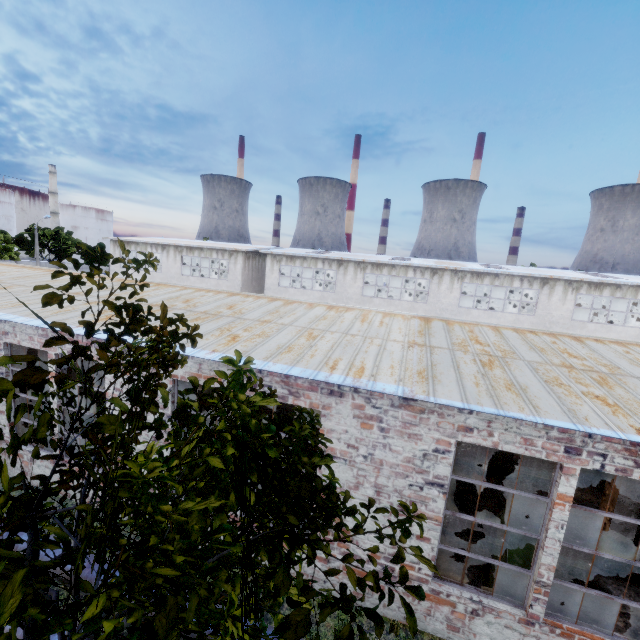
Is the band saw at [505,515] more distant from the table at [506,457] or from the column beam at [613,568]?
the table at [506,457]

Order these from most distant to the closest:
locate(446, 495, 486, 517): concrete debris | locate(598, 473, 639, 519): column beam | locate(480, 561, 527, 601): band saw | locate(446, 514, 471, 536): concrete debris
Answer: locate(446, 495, 486, 517): concrete debris, locate(446, 514, 471, 536): concrete debris, locate(598, 473, 639, 519): column beam, locate(480, 561, 527, 601): band saw

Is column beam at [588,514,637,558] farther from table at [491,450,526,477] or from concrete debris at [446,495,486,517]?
concrete debris at [446,495,486,517]

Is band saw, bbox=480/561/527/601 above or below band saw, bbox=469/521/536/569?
below

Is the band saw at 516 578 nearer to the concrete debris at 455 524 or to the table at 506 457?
the concrete debris at 455 524

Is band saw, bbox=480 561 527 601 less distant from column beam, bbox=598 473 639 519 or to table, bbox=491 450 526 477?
column beam, bbox=598 473 639 519

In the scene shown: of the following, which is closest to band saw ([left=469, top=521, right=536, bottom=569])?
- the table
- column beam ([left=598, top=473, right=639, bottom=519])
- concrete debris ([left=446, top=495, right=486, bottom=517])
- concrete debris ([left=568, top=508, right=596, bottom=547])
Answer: concrete debris ([left=446, top=495, right=486, bottom=517])

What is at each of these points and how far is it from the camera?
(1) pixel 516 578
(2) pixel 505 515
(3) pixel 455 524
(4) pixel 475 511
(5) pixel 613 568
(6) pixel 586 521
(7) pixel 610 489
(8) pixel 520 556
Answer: (1) band saw, 6.6m
(2) band saw, 7.3m
(3) concrete debris, 9.4m
(4) concrete debris, 10.0m
(5) column beam, 8.2m
(6) concrete debris, 9.9m
(7) column beam, 8.3m
(8) band saw, 6.6m
